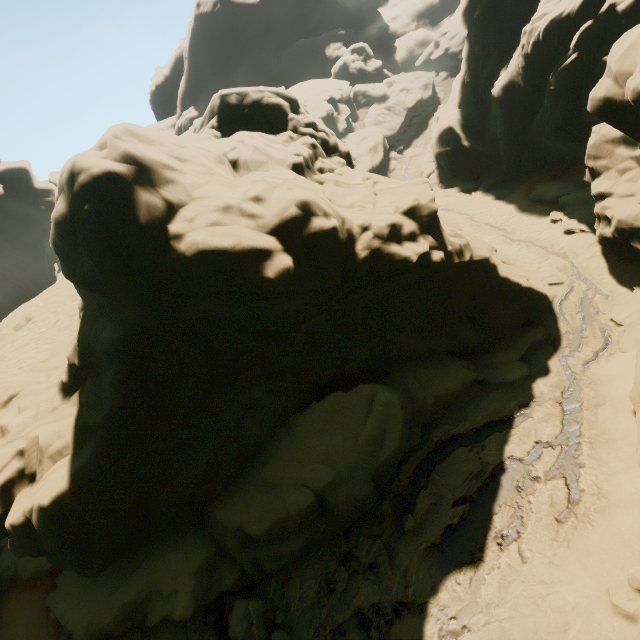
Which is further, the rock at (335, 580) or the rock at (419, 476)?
the rock at (419, 476)

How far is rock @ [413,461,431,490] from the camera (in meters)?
9.80

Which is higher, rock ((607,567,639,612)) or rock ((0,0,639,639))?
rock ((0,0,639,639))

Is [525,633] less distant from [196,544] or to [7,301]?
[196,544]

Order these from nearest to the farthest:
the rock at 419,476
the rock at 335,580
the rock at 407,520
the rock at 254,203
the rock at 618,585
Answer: the rock at 618,585
the rock at 254,203
the rock at 335,580
the rock at 407,520
the rock at 419,476
